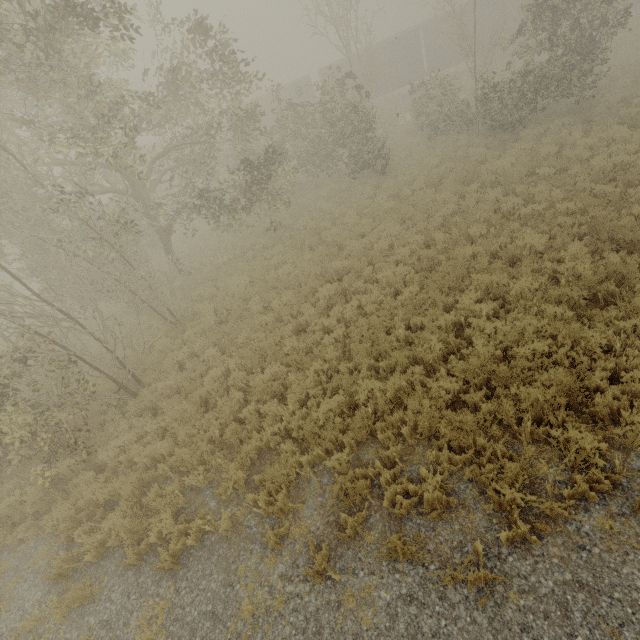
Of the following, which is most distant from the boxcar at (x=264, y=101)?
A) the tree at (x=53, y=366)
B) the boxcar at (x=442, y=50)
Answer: the tree at (x=53, y=366)

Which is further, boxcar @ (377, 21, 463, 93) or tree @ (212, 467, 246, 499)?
boxcar @ (377, 21, 463, 93)

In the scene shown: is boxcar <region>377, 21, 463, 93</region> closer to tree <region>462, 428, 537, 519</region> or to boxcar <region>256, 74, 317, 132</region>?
boxcar <region>256, 74, 317, 132</region>

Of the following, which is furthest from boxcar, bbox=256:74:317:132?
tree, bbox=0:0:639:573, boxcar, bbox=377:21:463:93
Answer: tree, bbox=0:0:639:573

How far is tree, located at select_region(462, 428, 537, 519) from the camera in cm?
437

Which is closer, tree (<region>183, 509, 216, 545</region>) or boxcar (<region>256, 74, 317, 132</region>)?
tree (<region>183, 509, 216, 545</region>)

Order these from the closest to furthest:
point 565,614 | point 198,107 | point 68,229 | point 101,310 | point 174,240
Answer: point 565,614, point 198,107, point 68,229, point 101,310, point 174,240

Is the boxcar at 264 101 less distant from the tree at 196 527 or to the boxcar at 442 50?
the boxcar at 442 50
